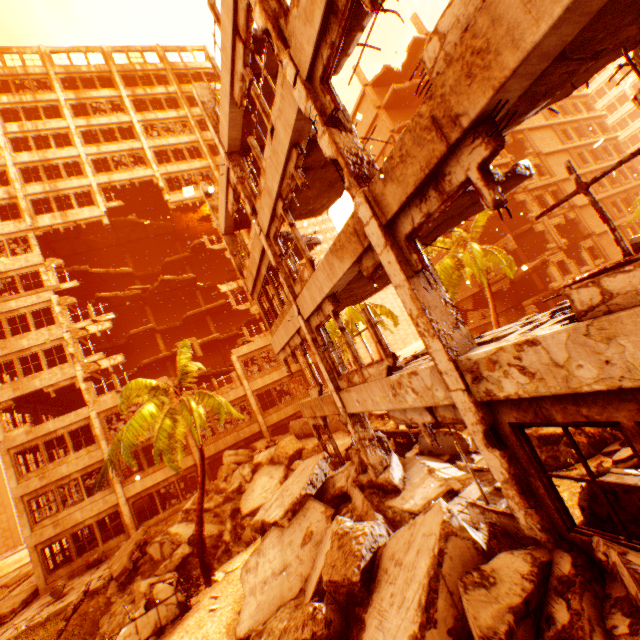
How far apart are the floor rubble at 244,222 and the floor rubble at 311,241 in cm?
268

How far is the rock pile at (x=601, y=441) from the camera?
7.3m

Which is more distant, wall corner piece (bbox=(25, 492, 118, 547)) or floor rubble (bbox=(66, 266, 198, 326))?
floor rubble (bbox=(66, 266, 198, 326))

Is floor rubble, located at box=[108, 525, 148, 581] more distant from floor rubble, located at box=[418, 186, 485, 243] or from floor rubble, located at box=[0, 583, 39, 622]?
floor rubble, located at box=[418, 186, 485, 243]

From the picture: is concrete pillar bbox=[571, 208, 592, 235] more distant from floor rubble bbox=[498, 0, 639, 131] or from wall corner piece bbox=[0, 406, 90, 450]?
wall corner piece bbox=[0, 406, 90, 450]

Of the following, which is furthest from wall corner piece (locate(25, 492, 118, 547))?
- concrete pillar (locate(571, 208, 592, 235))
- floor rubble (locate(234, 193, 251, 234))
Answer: concrete pillar (locate(571, 208, 592, 235))

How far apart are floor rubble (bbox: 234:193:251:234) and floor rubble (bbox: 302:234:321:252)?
2.68m

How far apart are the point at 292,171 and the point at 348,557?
7.99m
